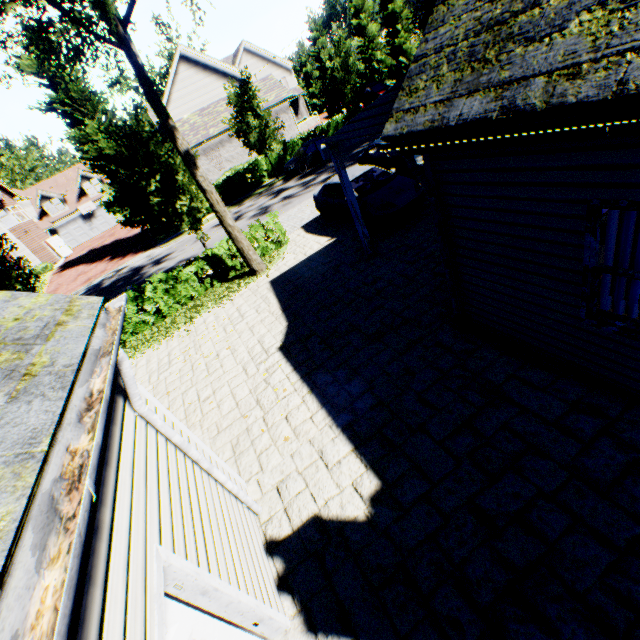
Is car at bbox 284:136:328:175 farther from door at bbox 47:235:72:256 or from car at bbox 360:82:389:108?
door at bbox 47:235:72:256

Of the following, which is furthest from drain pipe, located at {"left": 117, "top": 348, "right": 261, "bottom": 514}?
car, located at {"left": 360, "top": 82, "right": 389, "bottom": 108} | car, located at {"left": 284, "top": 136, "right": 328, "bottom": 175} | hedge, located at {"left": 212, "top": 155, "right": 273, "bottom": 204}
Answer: car, located at {"left": 360, "top": 82, "right": 389, "bottom": 108}

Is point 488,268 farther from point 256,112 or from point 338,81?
point 338,81

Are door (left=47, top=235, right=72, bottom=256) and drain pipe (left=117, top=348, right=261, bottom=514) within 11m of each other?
no

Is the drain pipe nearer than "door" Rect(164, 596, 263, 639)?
No

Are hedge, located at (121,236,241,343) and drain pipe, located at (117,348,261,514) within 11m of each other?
yes

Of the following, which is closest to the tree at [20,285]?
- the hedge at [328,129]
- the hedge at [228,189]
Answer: the hedge at [228,189]

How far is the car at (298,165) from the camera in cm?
2422
